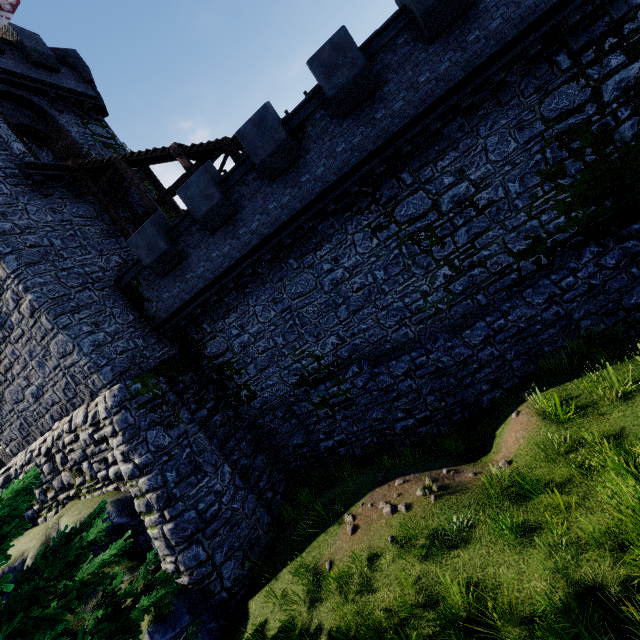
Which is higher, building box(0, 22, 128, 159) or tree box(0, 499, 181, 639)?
building box(0, 22, 128, 159)

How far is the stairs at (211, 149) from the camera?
12.93m

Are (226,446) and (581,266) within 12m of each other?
no

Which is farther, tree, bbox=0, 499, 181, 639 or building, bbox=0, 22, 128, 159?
building, bbox=0, 22, 128, 159

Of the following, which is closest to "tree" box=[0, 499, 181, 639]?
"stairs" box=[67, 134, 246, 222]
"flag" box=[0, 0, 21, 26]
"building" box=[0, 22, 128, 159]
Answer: "building" box=[0, 22, 128, 159]

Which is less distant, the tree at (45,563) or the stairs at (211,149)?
the tree at (45,563)

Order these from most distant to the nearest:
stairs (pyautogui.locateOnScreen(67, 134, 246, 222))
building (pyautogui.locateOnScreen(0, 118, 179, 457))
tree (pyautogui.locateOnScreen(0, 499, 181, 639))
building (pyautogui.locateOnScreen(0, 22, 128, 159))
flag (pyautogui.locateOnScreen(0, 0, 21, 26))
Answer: flag (pyautogui.locateOnScreen(0, 0, 21, 26))
building (pyautogui.locateOnScreen(0, 22, 128, 159))
stairs (pyautogui.locateOnScreen(67, 134, 246, 222))
building (pyautogui.locateOnScreen(0, 118, 179, 457))
tree (pyautogui.locateOnScreen(0, 499, 181, 639))
